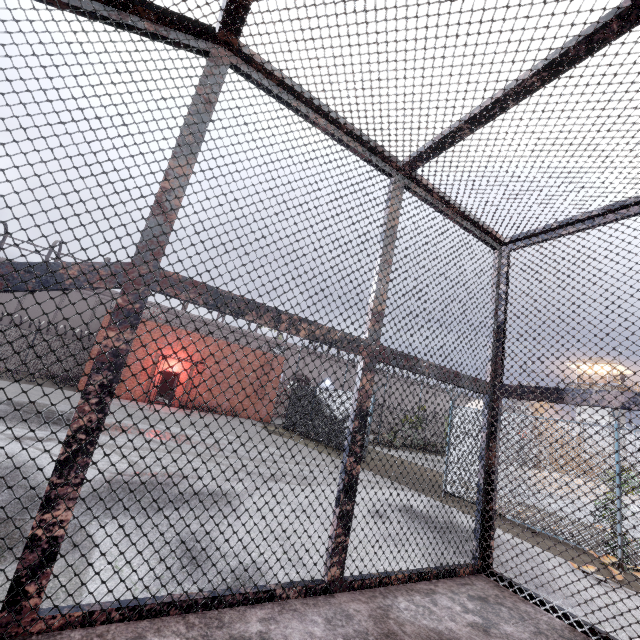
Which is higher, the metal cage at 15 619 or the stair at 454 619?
the metal cage at 15 619

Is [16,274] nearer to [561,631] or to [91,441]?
[91,441]

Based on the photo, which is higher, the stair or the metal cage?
the metal cage
